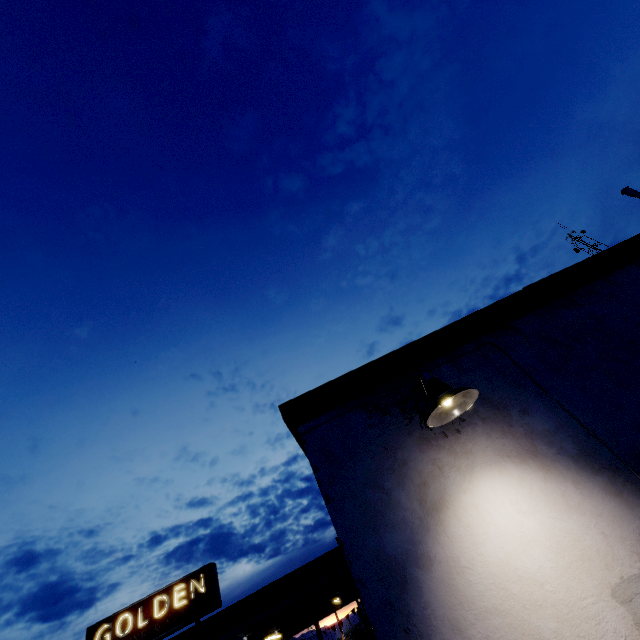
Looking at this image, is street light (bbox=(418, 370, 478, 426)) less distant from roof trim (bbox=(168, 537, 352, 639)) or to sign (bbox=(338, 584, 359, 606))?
roof trim (bbox=(168, 537, 352, 639))

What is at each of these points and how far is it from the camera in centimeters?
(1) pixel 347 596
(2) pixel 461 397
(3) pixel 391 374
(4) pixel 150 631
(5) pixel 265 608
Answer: (1) sign, 1099cm
(2) street light, 255cm
(3) roof trim, 326cm
(4) sign, 1261cm
(5) roof trim, 1083cm

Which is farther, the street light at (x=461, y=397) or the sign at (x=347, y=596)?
the sign at (x=347, y=596)

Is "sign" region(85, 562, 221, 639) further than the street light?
Yes

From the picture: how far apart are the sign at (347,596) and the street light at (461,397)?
11.7m

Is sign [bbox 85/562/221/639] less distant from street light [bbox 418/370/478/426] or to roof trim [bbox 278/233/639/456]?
roof trim [bbox 278/233/639/456]

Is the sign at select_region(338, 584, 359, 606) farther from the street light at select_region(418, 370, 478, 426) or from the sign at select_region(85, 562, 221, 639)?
the street light at select_region(418, 370, 478, 426)

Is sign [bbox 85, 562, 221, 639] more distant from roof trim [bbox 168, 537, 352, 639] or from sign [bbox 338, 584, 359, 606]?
sign [bbox 338, 584, 359, 606]
